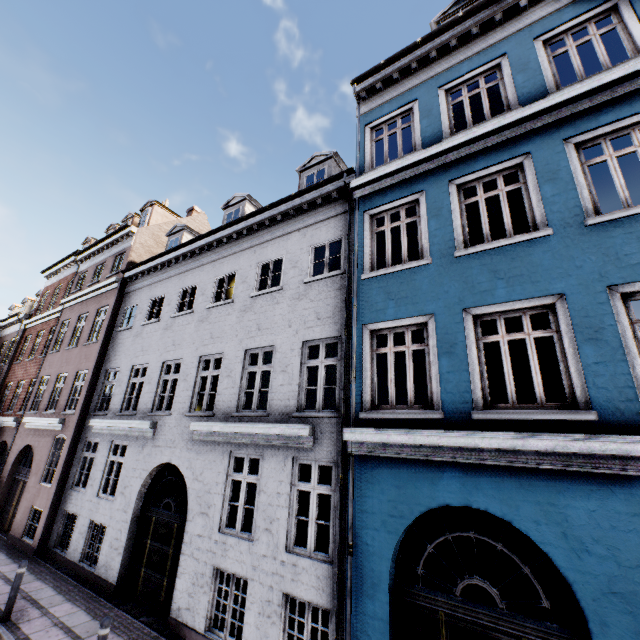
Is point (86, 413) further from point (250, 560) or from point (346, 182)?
point (346, 182)
